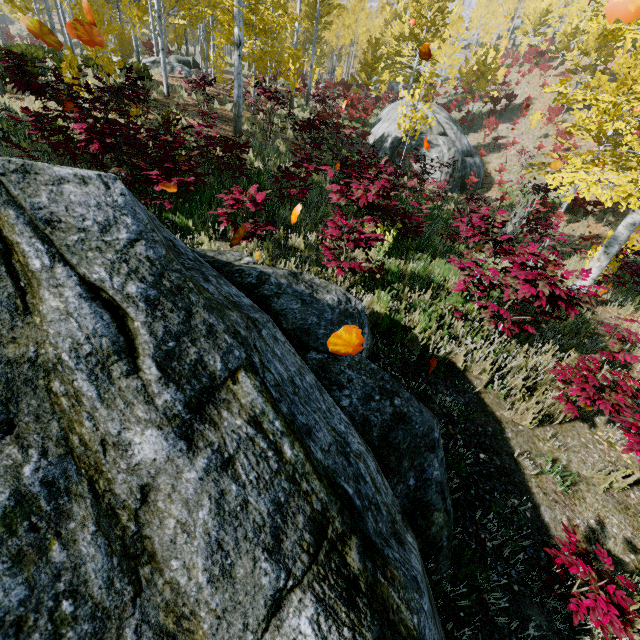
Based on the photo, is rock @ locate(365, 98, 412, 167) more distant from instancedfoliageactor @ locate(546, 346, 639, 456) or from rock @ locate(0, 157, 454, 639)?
rock @ locate(0, 157, 454, 639)

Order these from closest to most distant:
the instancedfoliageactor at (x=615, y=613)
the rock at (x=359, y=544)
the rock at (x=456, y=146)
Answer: the rock at (x=359, y=544), the instancedfoliageactor at (x=615, y=613), the rock at (x=456, y=146)

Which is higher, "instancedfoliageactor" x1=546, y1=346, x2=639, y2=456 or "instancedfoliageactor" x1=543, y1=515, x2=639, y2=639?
"instancedfoliageactor" x1=546, y1=346, x2=639, y2=456

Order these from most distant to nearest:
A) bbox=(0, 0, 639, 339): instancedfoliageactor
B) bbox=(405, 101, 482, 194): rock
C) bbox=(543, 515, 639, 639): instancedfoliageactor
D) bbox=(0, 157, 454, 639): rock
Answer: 1. bbox=(405, 101, 482, 194): rock
2. bbox=(0, 0, 639, 339): instancedfoliageactor
3. bbox=(543, 515, 639, 639): instancedfoliageactor
4. bbox=(0, 157, 454, 639): rock

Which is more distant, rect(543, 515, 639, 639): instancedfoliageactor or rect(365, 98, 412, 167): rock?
rect(365, 98, 412, 167): rock

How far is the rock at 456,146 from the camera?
17.22m

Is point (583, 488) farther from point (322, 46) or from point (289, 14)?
point (322, 46)
